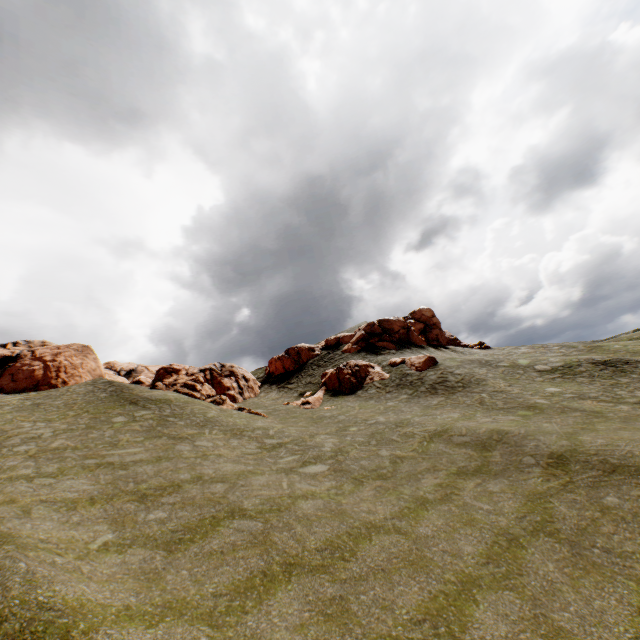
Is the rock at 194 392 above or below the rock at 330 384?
above

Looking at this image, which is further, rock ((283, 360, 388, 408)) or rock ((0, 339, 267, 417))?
rock ((283, 360, 388, 408))

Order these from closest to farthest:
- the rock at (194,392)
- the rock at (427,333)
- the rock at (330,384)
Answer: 1. the rock at (194,392)
2. the rock at (330,384)
3. the rock at (427,333)

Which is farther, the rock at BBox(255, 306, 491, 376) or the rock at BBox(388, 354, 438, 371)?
the rock at BBox(255, 306, 491, 376)

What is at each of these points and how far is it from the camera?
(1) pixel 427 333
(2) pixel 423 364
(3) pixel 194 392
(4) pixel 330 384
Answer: (1) rock, 52.00m
(2) rock, 32.50m
(3) rock, 29.80m
(4) rock, 35.22m
